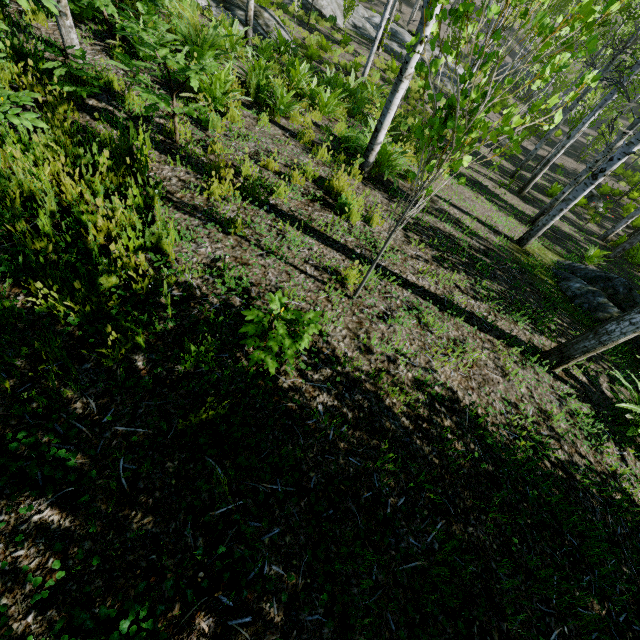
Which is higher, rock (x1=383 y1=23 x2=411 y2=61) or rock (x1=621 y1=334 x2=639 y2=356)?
rock (x1=621 y1=334 x2=639 y2=356)

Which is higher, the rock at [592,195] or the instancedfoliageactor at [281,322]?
the instancedfoliageactor at [281,322]

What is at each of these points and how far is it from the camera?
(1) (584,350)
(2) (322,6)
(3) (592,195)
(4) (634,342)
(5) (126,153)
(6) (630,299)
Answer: (1) instancedfoliageactor, 3.7 meters
(2) rock, 17.8 meters
(3) rock, 15.8 meters
(4) rock, 5.5 meters
(5) instancedfoliageactor, 3.4 meters
(6) rock, 6.0 meters

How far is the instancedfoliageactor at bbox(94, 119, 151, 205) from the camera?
3.07m

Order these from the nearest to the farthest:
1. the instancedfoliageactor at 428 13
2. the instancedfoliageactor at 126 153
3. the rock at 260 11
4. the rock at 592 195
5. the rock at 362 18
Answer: the instancedfoliageactor at 428 13 → the instancedfoliageactor at 126 153 → the rock at 260 11 → the rock at 592 195 → the rock at 362 18

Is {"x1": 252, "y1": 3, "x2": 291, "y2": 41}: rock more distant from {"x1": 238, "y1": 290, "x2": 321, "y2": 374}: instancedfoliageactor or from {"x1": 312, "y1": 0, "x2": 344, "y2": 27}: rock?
{"x1": 312, "y1": 0, "x2": 344, "y2": 27}: rock

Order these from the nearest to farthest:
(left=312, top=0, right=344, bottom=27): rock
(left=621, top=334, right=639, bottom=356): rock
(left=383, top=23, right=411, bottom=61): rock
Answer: (left=621, top=334, right=639, bottom=356): rock, (left=312, top=0, right=344, bottom=27): rock, (left=383, top=23, right=411, bottom=61): rock

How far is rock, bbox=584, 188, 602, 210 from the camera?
15.73m
